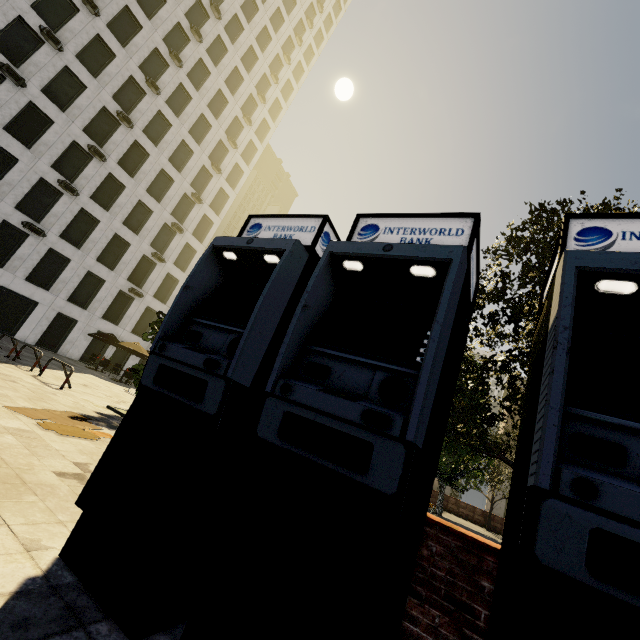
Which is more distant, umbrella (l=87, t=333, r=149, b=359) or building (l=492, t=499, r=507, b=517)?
building (l=492, t=499, r=507, b=517)

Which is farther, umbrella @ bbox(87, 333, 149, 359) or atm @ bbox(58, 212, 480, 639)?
umbrella @ bbox(87, 333, 149, 359)

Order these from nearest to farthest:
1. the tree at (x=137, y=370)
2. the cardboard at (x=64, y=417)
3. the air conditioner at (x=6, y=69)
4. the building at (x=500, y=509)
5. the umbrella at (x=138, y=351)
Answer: the cardboard at (x=64, y=417) → the tree at (x=137, y=370) → the air conditioner at (x=6, y=69) → the umbrella at (x=138, y=351) → the building at (x=500, y=509)

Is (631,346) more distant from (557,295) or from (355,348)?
(355,348)

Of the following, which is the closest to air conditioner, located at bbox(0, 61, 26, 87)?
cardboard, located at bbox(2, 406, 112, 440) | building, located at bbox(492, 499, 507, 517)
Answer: building, located at bbox(492, 499, 507, 517)

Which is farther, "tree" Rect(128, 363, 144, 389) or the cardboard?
"tree" Rect(128, 363, 144, 389)

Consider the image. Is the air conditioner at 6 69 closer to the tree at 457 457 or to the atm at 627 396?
the tree at 457 457

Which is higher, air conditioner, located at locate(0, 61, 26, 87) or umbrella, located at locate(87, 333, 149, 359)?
air conditioner, located at locate(0, 61, 26, 87)
